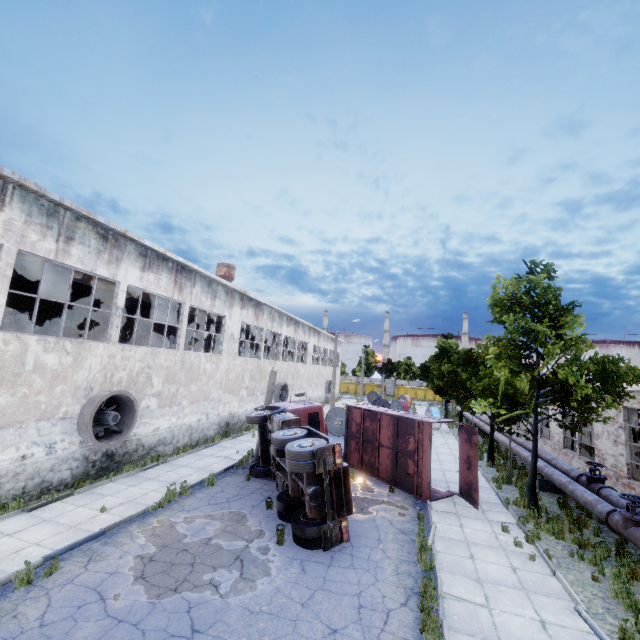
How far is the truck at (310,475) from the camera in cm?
895

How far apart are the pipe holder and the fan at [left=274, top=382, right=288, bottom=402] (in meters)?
19.19

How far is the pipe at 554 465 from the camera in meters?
10.6 m

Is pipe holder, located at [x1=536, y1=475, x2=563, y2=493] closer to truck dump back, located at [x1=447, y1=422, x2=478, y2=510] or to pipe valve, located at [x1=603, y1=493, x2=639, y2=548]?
truck dump back, located at [x1=447, y1=422, x2=478, y2=510]

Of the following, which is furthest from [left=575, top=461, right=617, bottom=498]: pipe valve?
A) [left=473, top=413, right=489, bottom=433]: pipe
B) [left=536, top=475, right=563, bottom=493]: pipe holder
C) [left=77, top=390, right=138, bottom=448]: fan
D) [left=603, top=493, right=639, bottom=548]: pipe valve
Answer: [left=77, top=390, right=138, bottom=448]: fan

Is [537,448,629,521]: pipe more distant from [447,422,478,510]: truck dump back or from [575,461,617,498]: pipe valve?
[447,422,478,510]: truck dump back

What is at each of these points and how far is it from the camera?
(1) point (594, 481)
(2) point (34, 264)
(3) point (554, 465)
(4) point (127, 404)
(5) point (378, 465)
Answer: (1) pipe valve, 12.7m
(2) beam, 13.0m
(3) pipe, 15.9m
(4) fan, 13.7m
(5) truck dump body, 15.1m

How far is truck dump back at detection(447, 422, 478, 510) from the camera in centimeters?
1244cm
